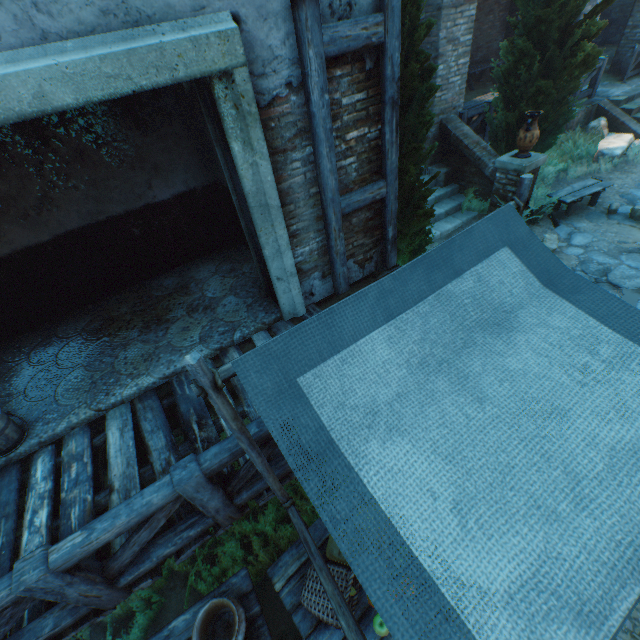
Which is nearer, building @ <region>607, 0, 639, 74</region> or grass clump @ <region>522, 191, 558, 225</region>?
grass clump @ <region>522, 191, 558, 225</region>

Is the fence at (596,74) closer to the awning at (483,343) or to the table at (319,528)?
the awning at (483,343)

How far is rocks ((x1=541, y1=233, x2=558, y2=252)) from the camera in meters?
6.3

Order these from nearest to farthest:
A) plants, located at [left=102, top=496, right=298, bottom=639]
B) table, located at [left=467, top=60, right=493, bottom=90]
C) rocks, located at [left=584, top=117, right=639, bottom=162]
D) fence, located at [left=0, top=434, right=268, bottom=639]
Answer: fence, located at [left=0, top=434, right=268, bottom=639] < plants, located at [left=102, top=496, right=298, bottom=639] < rocks, located at [left=584, top=117, right=639, bottom=162] < table, located at [left=467, top=60, right=493, bottom=90]

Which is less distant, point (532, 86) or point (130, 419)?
point (130, 419)

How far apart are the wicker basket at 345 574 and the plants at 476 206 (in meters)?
7.61

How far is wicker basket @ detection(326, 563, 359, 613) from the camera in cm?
238

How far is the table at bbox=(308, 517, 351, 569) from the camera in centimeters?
279cm
